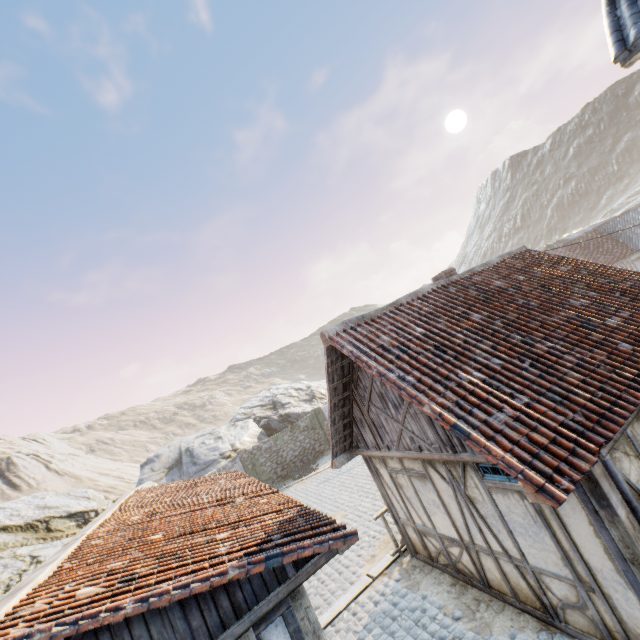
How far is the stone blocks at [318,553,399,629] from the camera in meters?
7.7

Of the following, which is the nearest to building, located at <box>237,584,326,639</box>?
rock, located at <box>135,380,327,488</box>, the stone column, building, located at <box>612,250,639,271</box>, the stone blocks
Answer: the stone blocks

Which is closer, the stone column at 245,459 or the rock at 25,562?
the rock at 25,562

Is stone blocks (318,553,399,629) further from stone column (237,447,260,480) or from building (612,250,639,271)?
building (612,250,639,271)

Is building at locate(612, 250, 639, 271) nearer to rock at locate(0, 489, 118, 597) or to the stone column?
rock at locate(0, 489, 118, 597)

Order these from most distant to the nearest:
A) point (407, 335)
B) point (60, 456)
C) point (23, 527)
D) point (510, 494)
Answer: point (60, 456) → point (23, 527) → point (407, 335) → point (510, 494)

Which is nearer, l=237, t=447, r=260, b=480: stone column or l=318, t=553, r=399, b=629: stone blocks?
l=318, t=553, r=399, b=629: stone blocks

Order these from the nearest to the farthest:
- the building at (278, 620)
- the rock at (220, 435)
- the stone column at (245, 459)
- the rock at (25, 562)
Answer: the building at (278, 620) → the rock at (25, 562) → the stone column at (245, 459) → the rock at (220, 435)
